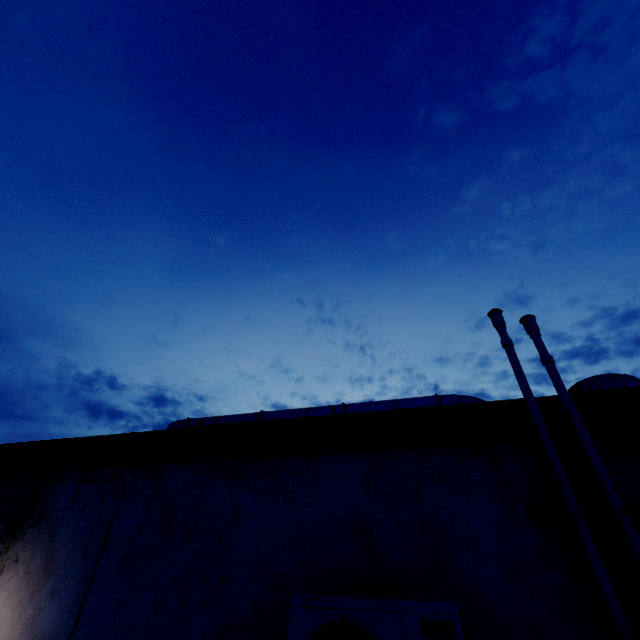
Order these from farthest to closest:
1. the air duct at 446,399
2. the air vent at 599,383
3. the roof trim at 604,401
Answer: the air duct at 446,399
the air vent at 599,383
the roof trim at 604,401

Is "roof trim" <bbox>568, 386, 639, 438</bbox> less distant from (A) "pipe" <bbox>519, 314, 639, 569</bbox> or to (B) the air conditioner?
(A) "pipe" <bbox>519, 314, 639, 569</bbox>

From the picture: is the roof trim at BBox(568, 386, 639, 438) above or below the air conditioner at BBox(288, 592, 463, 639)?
above

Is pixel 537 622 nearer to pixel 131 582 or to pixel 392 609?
pixel 392 609

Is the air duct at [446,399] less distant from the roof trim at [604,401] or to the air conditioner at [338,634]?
the roof trim at [604,401]

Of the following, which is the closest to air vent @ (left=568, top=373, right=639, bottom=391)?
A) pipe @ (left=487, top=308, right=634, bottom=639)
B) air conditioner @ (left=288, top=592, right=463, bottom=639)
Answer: pipe @ (left=487, top=308, right=634, bottom=639)

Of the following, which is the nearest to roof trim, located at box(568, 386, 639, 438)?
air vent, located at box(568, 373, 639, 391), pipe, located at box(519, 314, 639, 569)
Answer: pipe, located at box(519, 314, 639, 569)

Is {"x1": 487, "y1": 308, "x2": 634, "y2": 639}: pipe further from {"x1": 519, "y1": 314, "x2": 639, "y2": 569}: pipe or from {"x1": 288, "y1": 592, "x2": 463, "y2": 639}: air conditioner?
{"x1": 288, "y1": 592, "x2": 463, "y2": 639}: air conditioner
